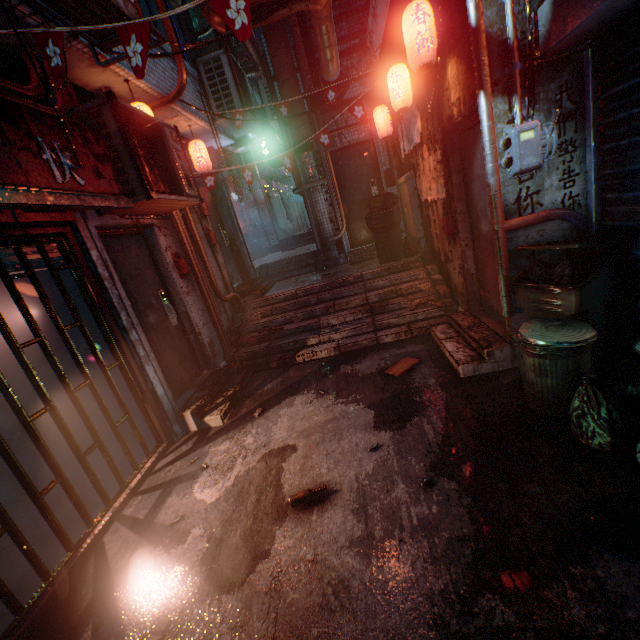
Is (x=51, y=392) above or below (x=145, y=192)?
below

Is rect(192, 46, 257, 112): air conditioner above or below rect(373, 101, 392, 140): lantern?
above

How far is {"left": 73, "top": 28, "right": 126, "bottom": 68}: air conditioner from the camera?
2.5m

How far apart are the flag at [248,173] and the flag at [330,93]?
0.7 meters

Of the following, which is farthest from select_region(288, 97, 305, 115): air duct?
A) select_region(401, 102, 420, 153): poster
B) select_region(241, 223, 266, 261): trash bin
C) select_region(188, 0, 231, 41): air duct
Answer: select_region(241, 223, 266, 261): trash bin

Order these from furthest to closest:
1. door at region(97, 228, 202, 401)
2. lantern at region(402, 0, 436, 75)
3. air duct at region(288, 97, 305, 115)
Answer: air duct at region(288, 97, 305, 115), door at region(97, 228, 202, 401), lantern at region(402, 0, 436, 75)

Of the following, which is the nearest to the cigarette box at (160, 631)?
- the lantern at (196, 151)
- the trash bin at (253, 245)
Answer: the lantern at (196, 151)

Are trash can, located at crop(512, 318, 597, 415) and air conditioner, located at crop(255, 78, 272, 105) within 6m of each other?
no
